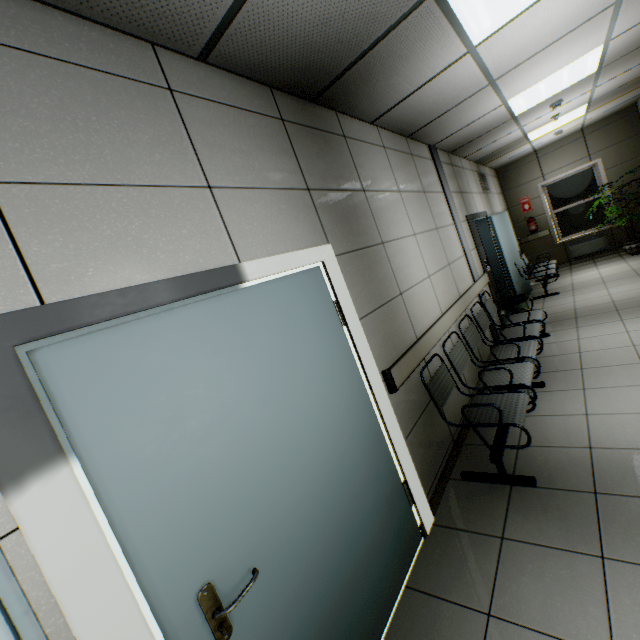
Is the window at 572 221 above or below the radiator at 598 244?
above

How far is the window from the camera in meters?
8.5

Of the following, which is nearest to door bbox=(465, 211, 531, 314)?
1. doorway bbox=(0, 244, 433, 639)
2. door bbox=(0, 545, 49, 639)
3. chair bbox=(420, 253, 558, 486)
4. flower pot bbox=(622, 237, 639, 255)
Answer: chair bbox=(420, 253, 558, 486)

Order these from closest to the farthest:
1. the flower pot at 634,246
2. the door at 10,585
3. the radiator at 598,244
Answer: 1. the door at 10,585
2. the flower pot at 634,246
3. the radiator at 598,244

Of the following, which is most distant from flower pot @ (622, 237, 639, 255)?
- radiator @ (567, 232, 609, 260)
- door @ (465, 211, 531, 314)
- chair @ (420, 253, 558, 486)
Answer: chair @ (420, 253, 558, 486)

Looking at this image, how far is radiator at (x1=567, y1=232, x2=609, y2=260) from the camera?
8.36m

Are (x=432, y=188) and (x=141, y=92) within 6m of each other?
yes

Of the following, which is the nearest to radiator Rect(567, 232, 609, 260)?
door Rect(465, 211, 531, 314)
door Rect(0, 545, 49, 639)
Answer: door Rect(465, 211, 531, 314)
